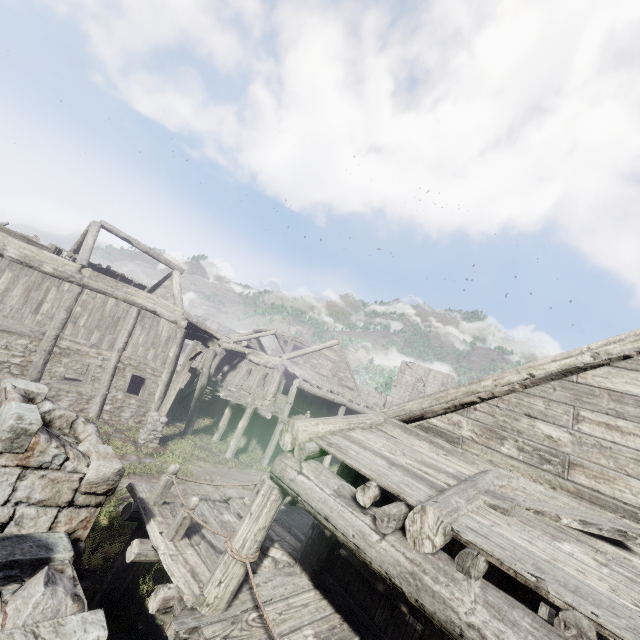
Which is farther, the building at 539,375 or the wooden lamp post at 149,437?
the wooden lamp post at 149,437

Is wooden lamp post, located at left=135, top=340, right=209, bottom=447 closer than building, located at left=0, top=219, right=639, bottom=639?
No

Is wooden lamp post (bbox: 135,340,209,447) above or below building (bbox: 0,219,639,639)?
below

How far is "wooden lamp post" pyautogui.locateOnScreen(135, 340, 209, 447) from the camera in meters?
13.6 m

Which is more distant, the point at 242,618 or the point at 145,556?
the point at 145,556

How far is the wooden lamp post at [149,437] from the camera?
13.6m
